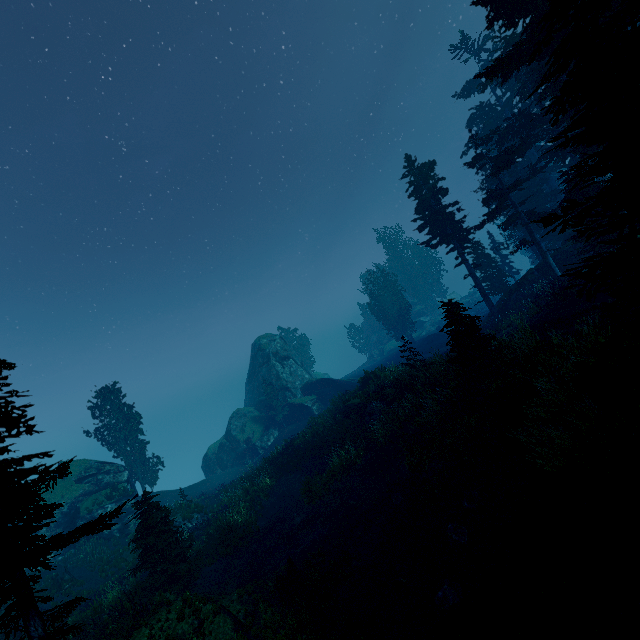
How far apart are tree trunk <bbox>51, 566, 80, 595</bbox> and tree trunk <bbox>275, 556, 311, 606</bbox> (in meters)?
16.19

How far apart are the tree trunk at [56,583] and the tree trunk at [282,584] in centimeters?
1619cm

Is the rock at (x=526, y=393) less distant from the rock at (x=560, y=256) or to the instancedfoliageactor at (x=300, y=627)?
the instancedfoliageactor at (x=300, y=627)

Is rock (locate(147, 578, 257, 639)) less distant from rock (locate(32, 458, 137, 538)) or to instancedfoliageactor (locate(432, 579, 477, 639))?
instancedfoliageactor (locate(432, 579, 477, 639))

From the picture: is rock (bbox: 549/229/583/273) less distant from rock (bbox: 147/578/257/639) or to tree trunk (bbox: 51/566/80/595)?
rock (bbox: 147/578/257/639)

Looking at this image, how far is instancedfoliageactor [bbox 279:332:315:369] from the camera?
56.5 meters

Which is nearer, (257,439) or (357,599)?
(357,599)

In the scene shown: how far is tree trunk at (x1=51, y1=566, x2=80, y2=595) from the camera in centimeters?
1992cm
